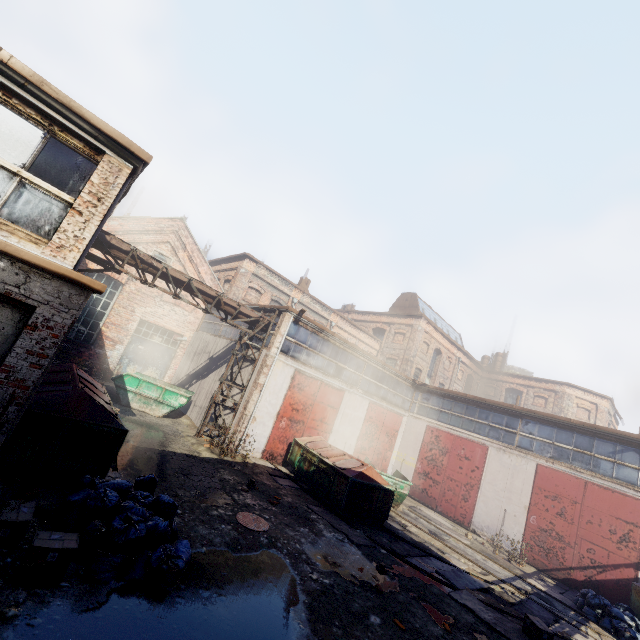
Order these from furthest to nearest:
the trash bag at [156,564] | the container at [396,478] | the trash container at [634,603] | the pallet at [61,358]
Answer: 1. the pallet at [61,358]
2. the container at [396,478]
3. the trash container at [634,603]
4. the trash bag at [156,564]

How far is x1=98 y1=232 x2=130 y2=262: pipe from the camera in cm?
1104

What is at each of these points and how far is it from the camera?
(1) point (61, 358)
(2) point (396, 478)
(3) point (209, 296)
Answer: (1) pallet, 15.80m
(2) container, 14.21m
(3) pipe, 13.48m

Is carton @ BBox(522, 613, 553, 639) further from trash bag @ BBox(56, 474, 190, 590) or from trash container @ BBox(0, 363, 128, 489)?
trash container @ BBox(0, 363, 128, 489)

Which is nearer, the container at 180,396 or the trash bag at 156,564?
the trash bag at 156,564

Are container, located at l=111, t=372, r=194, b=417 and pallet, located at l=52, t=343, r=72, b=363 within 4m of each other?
yes

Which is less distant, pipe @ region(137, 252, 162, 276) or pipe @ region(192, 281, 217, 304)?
pipe @ region(137, 252, 162, 276)

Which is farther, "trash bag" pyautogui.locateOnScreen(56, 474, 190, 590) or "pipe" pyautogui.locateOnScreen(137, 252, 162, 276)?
"pipe" pyautogui.locateOnScreen(137, 252, 162, 276)
